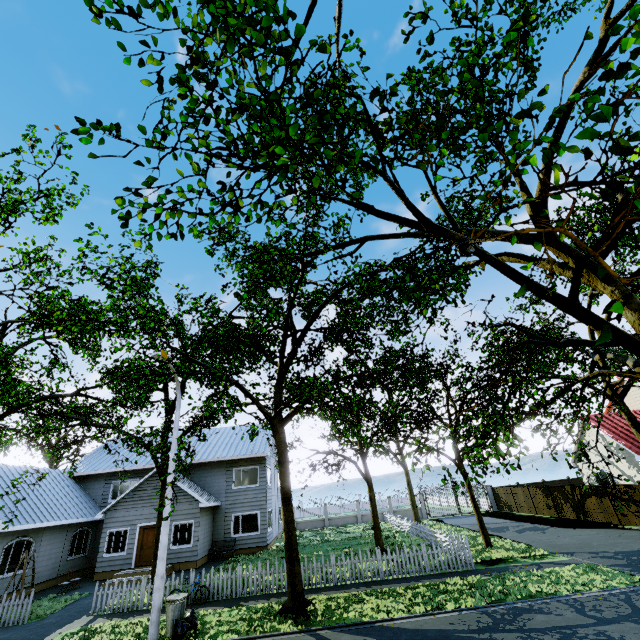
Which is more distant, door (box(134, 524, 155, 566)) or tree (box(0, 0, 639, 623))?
door (box(134, 524, 155, 566))

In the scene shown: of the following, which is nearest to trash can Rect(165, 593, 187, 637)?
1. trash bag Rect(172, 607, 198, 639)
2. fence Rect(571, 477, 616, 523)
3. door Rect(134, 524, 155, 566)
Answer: trash bag Rect(172, 607, 198, 639)

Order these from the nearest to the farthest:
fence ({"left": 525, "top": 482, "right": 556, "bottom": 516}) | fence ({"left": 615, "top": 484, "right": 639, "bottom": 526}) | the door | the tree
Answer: the tree < fence ({"left": 615, "top": 484, "right": 639, "bottom": 526}) < the door < fence ({"left": 525, "top": 482, "right": 556, "bottom": 516})

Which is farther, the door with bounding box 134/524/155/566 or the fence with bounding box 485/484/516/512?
the fence with bounding box 485/484/516/512

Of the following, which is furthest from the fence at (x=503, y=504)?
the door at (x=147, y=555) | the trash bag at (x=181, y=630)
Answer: the door at (x=147, y=555)

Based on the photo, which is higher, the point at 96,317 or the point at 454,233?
the point at 96,317

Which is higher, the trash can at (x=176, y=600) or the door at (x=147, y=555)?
the door at (x=147, y=555)

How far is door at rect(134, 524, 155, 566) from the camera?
19.34m
